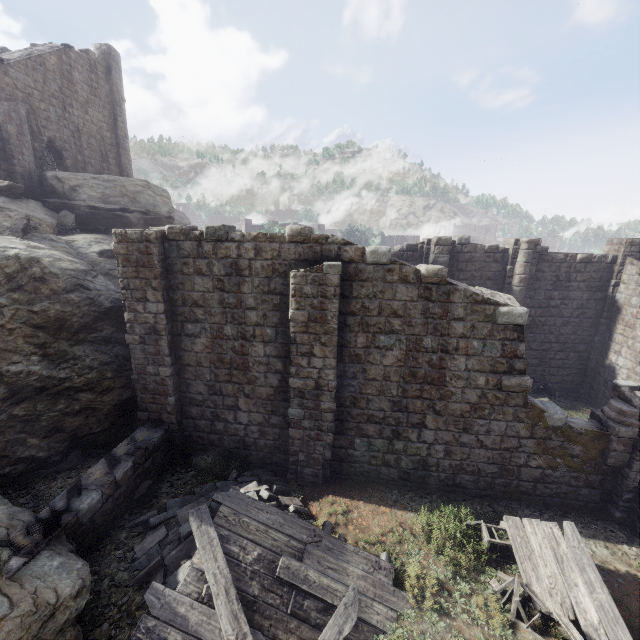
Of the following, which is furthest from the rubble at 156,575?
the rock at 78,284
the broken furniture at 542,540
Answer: the rock at 78,284

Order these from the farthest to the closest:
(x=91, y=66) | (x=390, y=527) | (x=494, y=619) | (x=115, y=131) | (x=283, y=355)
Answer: (x=115, y=131)
(x=91, y=66)
(x=283, y=355)
(x=390, y=527)
(x=494, y=619)

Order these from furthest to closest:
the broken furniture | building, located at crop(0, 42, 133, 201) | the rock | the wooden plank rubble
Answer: building, located at crop(0, 42, 133, 201) → the rock → the broken furniture → the wooden plank rubble

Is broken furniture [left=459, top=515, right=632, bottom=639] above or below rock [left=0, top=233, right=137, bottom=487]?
below

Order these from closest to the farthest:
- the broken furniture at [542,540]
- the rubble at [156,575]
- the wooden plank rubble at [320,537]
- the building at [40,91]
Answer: the wooden plank rubble at [320,537], the broken furniture at [542,540], the rubble at [156,575], the building at [40,91]

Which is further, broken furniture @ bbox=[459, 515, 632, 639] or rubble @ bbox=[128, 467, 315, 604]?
rubble @ bbox=[128, 467, 315, 604]

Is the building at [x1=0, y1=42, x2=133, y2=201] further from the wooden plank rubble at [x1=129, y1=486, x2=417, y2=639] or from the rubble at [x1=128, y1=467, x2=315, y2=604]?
the wooden plank rubble at [x1=129, y1=486, x2=417, y2=639]

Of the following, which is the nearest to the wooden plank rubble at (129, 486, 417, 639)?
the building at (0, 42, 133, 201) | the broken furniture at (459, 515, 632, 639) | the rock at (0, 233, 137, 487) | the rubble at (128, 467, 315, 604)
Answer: the rubble at (128, 467, 315, 604)
